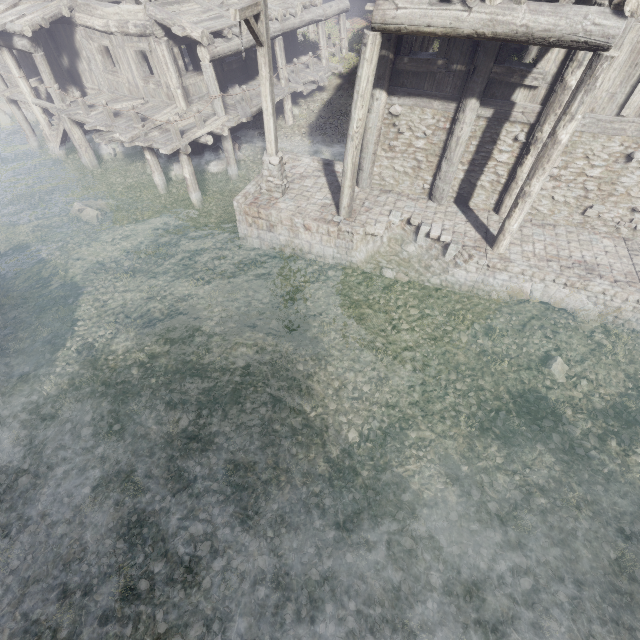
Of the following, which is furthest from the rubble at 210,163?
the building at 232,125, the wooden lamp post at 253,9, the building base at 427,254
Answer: the wooden lamp post at 253,9

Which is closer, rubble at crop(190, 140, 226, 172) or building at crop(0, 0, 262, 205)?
building at crop(0, 0, 262, 205)

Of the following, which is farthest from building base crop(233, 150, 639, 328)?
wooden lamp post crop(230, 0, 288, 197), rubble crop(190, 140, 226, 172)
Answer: rubble crop(190, 140, 226, 172)

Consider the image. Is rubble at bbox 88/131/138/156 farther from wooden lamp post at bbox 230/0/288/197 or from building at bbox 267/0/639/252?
wooden lamp post at bbox 230/0/288/197

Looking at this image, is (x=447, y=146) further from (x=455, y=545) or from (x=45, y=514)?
(x=45, y=514)

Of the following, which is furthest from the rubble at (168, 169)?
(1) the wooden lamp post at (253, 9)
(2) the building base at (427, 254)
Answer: (1) the wooden lamp post at (253, 9)

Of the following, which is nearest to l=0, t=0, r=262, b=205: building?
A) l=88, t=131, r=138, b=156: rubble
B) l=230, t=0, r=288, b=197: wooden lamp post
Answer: l=88, t=131, r=138, b=156: rubble

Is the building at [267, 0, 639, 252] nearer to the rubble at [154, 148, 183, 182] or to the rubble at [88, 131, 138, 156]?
the rubble at [154, 148, 183, 182]
